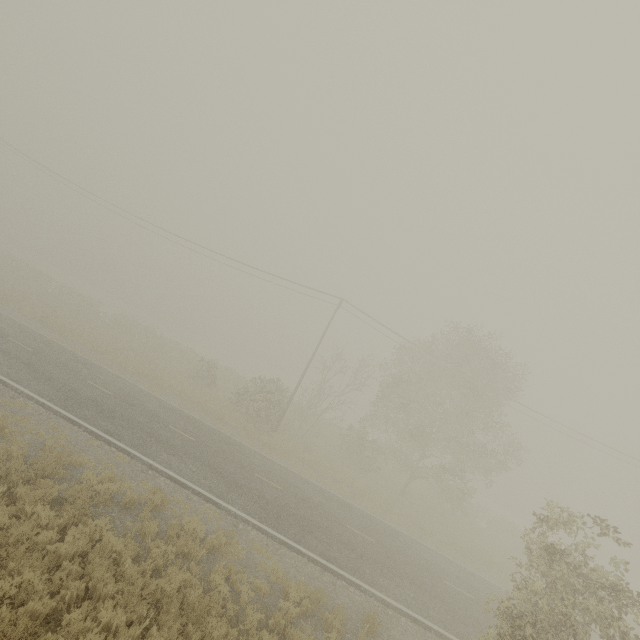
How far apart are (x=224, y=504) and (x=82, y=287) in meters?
59.3
